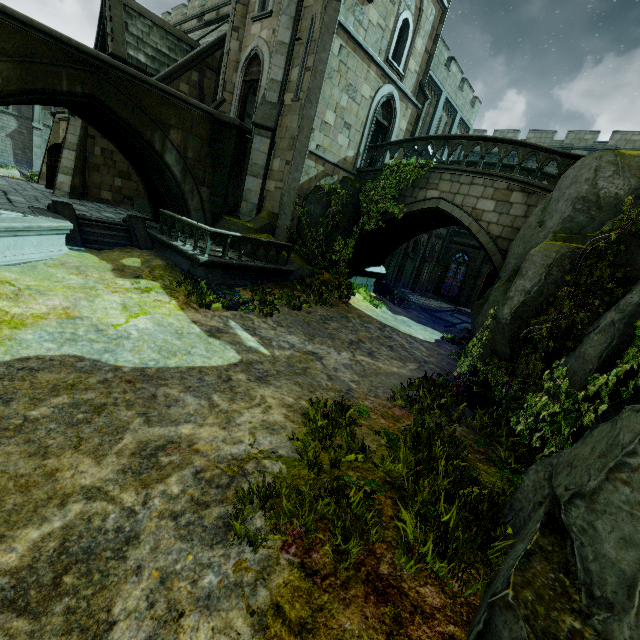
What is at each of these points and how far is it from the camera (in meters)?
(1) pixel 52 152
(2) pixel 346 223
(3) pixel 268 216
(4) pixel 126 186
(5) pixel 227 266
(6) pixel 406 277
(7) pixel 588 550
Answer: (1) door, 16.41
(2) rock, 15.10
(3) rock, 13.95
(4) building, 17.97
(5) wall trim, 10.84
(6) building, 28.11
(7) rock, 2.25

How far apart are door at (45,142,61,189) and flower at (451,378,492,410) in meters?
21.1

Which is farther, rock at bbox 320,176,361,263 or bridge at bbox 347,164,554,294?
rock at bbox 320,176,361,263

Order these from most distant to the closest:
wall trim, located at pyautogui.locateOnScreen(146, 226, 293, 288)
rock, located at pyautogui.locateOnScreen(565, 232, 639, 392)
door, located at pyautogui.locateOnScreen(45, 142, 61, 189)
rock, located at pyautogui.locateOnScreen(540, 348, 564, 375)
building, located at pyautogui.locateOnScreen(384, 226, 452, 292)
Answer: building, located at pyautogui.locateOnScreen(384, 226, 452, 292), door, located at pyautogui.locateOnScreen(45, 142, 61, 189), wall trim, located at pyautogui.locateOnScreen(146, 226, 293, 288), rock, located at pyautogui.locateOnScreen(540, 348, 564, 375), rock, located at pyautogui.locateOnScreen(565, 232, 639, 392)

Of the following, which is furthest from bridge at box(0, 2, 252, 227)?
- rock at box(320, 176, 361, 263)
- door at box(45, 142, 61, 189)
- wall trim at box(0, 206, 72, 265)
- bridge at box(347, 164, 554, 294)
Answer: door at box(45, 142, 61, 189)

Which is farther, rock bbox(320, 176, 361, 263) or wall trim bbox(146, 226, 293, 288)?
rock bbox(320, 176, 361, 263)

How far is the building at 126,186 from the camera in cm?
1559

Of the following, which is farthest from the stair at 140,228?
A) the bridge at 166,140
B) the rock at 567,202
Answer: the rock at 567,202
